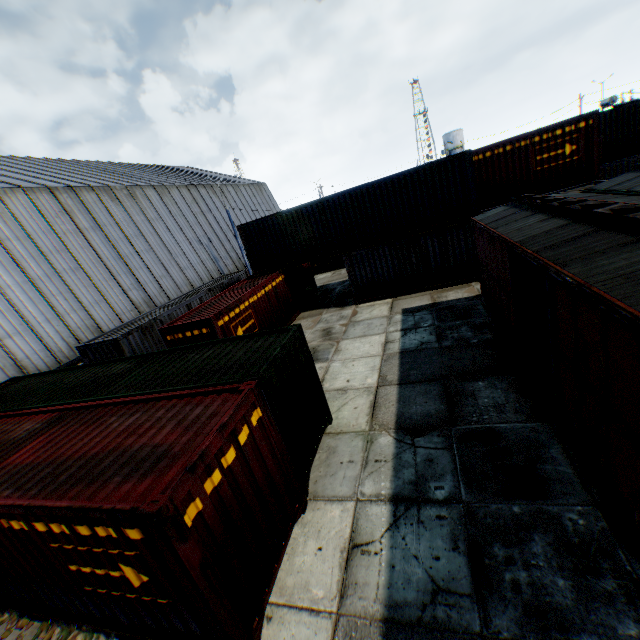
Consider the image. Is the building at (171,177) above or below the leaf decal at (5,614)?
above

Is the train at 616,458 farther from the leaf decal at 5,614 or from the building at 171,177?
the building at 171,177

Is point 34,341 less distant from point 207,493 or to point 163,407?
point 163,407

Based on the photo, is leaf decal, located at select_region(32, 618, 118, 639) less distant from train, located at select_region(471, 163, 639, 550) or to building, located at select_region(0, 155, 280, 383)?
train, located at select_region(471, 163, 639, 550)

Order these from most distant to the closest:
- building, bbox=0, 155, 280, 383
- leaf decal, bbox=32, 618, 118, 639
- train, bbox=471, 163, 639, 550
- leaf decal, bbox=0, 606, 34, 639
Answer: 1. building, bbox=0, 155, 280, 383
2. leaf decal, bbox=0, 606, 34, 639
3. leaf decal, bbox=32, 618, 118, 639
4. train, bbox=471, 163, 639, 550

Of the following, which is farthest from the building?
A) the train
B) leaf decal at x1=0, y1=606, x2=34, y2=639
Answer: the train

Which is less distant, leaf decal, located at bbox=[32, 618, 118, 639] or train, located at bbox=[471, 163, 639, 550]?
train, located at bbox=[471, 163, 639, 550]
